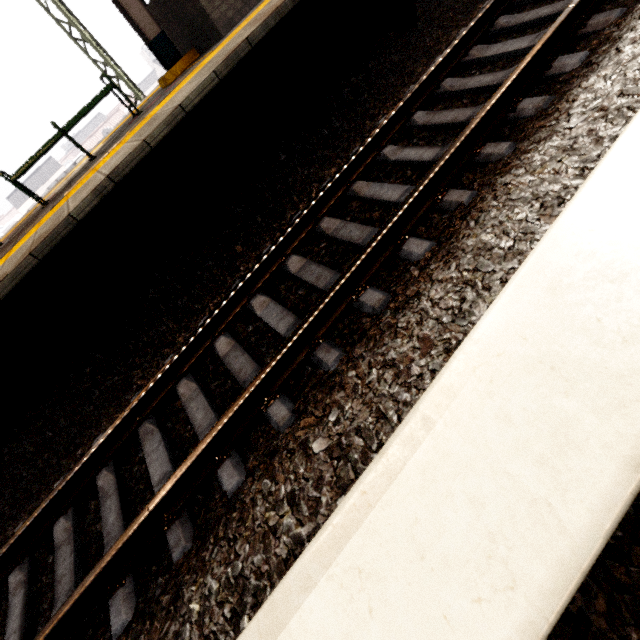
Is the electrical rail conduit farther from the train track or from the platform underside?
the platform underside

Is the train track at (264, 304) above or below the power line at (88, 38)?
below

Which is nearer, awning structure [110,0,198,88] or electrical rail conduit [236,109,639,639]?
electrical rail conduit [236,109,639,639]

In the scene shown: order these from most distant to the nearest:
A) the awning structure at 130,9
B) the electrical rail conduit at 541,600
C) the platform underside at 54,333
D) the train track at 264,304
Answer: the awning structure at 130,9
the platform underside at 54,333
the train track at 264,304
the electrical rail conduit at 541,600

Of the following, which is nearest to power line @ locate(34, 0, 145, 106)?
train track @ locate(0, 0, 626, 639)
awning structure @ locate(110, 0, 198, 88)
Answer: awning structure @ locate(110, 0, 198, 88)

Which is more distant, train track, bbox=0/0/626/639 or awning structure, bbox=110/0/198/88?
awning structure, bbox=110/0/198/88

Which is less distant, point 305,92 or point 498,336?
point 498,336

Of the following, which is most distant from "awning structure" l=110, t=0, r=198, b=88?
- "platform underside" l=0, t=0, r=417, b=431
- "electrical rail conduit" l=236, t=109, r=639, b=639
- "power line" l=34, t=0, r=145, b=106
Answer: "electrical rail conduit" l=236, t=109, r=639, b=639
